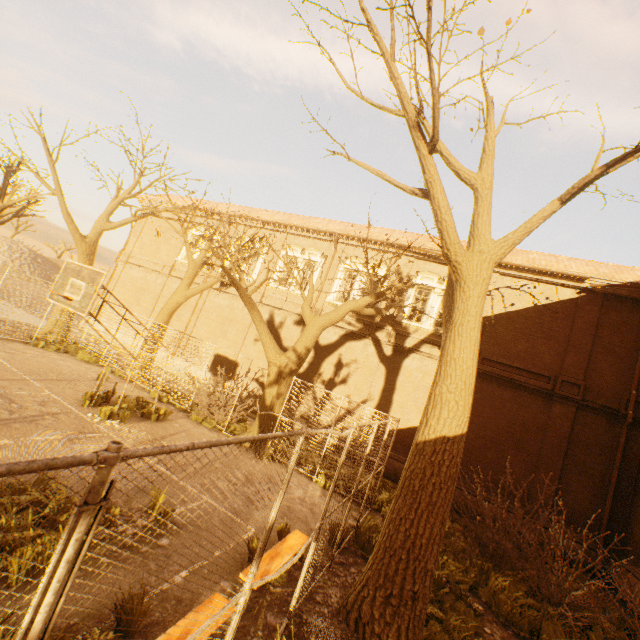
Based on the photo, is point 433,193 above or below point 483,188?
below

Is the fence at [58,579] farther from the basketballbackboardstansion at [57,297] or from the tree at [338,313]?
the basketballbackboardstansion at [57,297]

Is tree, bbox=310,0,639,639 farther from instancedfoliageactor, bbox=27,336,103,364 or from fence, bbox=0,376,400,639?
instancedfoliageactor, bbox=27,336,103,364

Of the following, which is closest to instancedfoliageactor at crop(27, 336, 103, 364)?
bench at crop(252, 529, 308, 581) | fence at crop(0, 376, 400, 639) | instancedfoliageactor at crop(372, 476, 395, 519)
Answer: fence at crop(0, 376, 400, 639)

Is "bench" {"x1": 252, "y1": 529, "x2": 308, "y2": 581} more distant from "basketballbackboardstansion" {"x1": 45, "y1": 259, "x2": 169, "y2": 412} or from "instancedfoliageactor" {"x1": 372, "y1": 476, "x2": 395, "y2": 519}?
"basketballbackboardstansion" {"x1": 45, "y1": 259, "x2": 169, "y2": 412}

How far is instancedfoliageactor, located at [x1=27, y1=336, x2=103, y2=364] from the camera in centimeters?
1479cm

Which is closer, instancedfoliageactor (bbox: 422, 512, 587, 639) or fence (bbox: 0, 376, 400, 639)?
fence (bbox: 0, 376, 400, 639)

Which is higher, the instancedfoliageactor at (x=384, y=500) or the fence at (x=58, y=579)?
the fence at (x=58, y=579)
